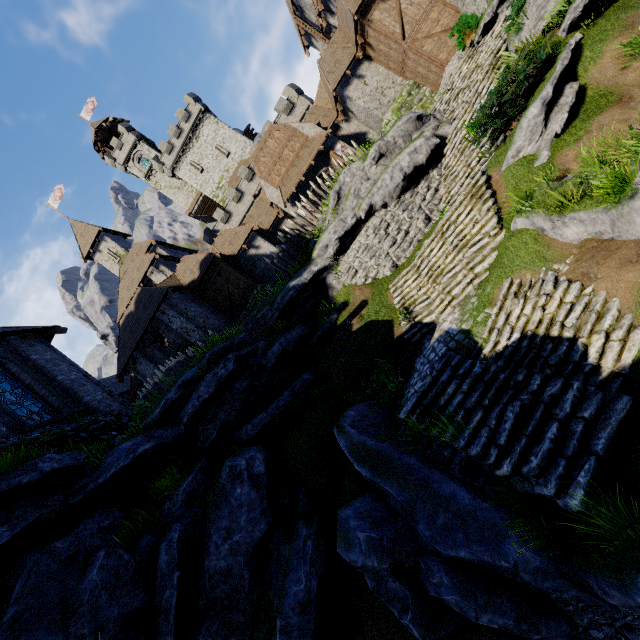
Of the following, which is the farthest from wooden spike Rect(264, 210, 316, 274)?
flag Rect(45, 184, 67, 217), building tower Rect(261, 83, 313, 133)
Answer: flag Rect(45, 184, 67, 217)

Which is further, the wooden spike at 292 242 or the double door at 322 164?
the double door at 322 164

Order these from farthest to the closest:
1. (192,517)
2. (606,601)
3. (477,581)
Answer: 1. (192,517)
2. (477,581)
3. (606,601)

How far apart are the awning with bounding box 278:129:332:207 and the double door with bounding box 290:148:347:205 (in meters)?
0.45

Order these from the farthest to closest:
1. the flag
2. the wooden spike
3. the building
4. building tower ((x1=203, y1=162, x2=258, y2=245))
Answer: building tower ((x1=203, y1=162, x2=258, y2=245))
the flag
the wooden spike
the building

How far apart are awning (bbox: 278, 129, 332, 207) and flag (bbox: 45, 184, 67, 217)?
28.7m

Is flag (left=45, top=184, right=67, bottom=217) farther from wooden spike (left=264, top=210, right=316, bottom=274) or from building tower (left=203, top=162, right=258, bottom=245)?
wooden spike (left=264, top=210, right=316, bottom=274)

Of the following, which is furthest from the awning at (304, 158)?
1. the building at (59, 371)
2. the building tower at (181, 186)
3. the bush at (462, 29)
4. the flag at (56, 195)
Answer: the building tower at (181, 186)
